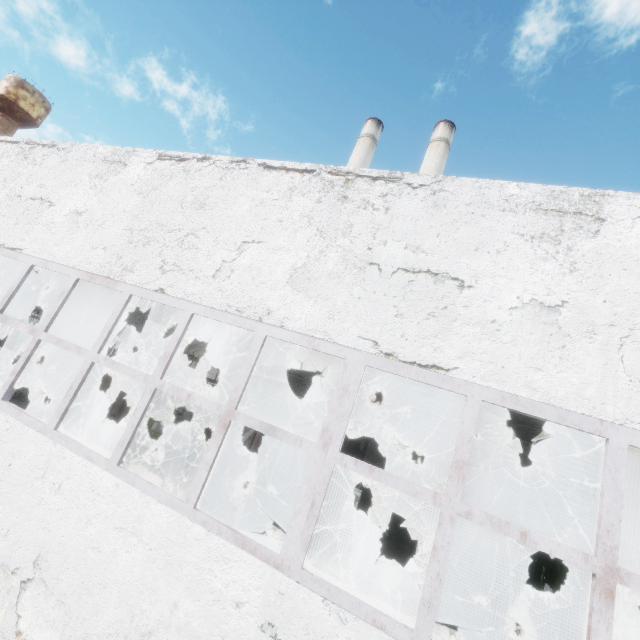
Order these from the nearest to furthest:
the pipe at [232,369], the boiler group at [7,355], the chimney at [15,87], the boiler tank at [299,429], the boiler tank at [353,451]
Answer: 1. the boiler tank at [299,429]
2. the pipe at [232,369]
3. the boiler tank at [353,451]
4. the boiler group at [7,355]
5. the chimney at [15,87]

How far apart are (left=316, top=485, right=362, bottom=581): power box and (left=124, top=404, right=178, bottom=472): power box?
7.23m

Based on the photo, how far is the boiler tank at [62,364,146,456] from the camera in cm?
1156

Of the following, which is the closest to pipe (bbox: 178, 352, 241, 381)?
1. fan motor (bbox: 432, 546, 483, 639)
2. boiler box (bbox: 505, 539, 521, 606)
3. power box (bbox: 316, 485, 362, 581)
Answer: boiler box (bbox: 505, 539, 521, 606)

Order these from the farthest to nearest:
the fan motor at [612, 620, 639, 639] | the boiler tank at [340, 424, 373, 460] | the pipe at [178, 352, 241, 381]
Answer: the boiler tank at [340, 424, 373, 460] → the pipe at [178, 352, 241, 381] → the fan motor at [612, 620, 639, 639]

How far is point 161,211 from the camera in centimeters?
573cm

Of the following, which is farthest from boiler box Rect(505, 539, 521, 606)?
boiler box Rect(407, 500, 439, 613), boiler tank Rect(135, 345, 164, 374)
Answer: boiler tank Rect(135, 345, 164, 374)

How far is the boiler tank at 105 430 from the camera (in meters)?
11.56
